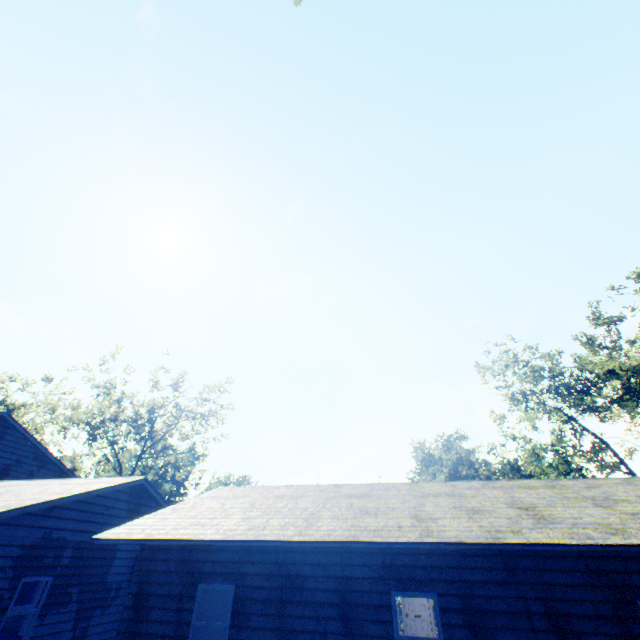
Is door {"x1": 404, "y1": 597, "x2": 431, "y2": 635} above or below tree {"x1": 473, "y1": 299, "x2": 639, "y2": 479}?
→ below

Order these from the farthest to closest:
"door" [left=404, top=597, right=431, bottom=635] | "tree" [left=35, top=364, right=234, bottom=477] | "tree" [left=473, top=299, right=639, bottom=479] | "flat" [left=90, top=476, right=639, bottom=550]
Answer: "tree" [left=35, top=364, right=234, bottom=477] < "tree" [left=473, top=299, right=639, bottom=479] < "door" [left=404, top=597, right=431, bottom=635] < "flat" [left=90, top=476, right=639, bottom=550]

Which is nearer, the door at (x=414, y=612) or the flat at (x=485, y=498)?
the flat at (x=485, y=498)

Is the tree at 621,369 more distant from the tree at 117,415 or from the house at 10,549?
the tree at 117,415

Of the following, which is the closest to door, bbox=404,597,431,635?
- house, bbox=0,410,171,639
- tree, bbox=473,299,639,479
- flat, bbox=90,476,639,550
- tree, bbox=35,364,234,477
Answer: flat, bbox=90,476,639,550

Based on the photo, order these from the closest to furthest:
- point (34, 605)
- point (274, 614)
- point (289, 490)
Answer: point (274, 614) < point (289, 490) < point (34, 605)

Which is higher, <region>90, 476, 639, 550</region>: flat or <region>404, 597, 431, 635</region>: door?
<region>90, 476, 639, 550</region>: flat

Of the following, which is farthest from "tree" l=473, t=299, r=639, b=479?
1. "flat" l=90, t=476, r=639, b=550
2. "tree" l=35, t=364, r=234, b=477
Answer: "tree" l=35, t=364, r=234, b=477
